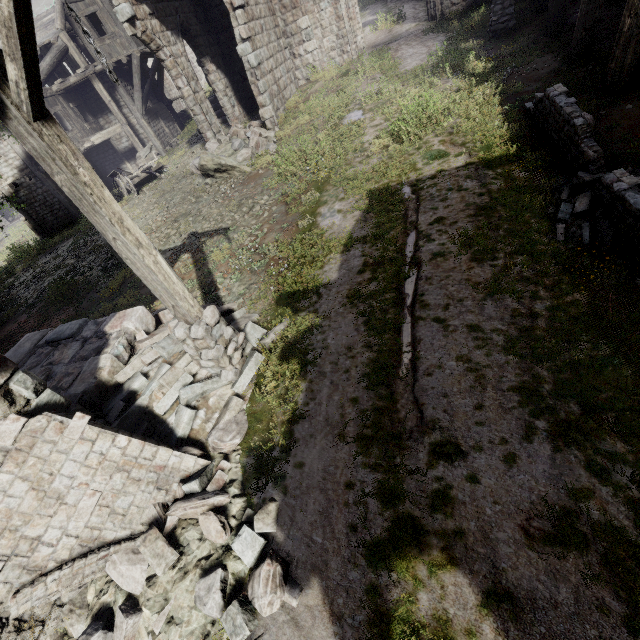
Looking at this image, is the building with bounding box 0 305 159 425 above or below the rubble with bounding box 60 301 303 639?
above

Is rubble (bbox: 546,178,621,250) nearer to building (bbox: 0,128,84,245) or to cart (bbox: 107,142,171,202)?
building (bbox: 0,128,84,245)

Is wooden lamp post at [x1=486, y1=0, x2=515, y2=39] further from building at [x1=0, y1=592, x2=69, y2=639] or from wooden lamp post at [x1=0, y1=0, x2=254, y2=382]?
wooden lamp post at [x1=0, y1=0, x2=254, y2=382]

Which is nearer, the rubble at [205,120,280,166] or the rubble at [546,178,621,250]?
the rubble at [546,178,621,250]

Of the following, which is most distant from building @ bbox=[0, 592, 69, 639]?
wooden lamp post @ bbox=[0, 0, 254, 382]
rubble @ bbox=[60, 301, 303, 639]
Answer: wooden lamp post @ bbox=[0, 0, 254, 382]

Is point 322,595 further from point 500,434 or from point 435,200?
point 435,200

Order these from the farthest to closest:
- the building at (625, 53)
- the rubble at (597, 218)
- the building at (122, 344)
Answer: the building at (625, 53) → the rubble at (597, 218) → the building at (122, 344)

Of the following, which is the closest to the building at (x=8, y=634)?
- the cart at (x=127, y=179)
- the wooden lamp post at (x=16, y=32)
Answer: the wooden lamp post at (x=16, y=32)
